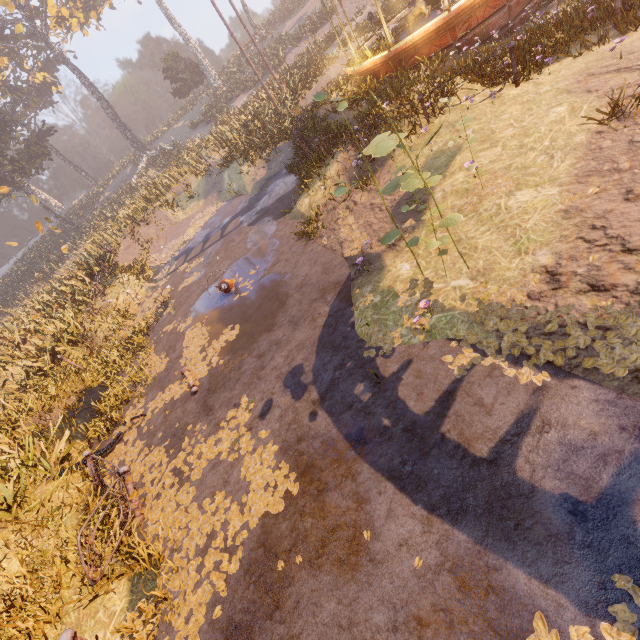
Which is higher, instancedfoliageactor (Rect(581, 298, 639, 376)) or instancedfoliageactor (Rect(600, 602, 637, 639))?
instancedfoliageactor (Rect(581, 298, 639, 376))

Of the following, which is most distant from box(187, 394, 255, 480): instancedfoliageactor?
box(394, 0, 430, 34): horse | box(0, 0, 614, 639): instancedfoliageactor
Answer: box(394, 0, 430, 34): horse

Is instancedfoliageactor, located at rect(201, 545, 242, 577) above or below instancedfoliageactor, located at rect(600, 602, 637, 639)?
above

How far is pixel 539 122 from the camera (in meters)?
6.16

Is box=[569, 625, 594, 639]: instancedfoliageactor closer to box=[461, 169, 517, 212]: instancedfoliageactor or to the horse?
box=[461, 169, 517, 212]: instancedfoliageactor

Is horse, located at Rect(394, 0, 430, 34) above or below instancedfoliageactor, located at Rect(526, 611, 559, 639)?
above

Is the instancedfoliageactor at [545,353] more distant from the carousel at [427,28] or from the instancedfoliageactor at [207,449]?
the carousel at [427,28]

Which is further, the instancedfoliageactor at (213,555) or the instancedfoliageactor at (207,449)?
the instancedfoliageactor at (207,449)
